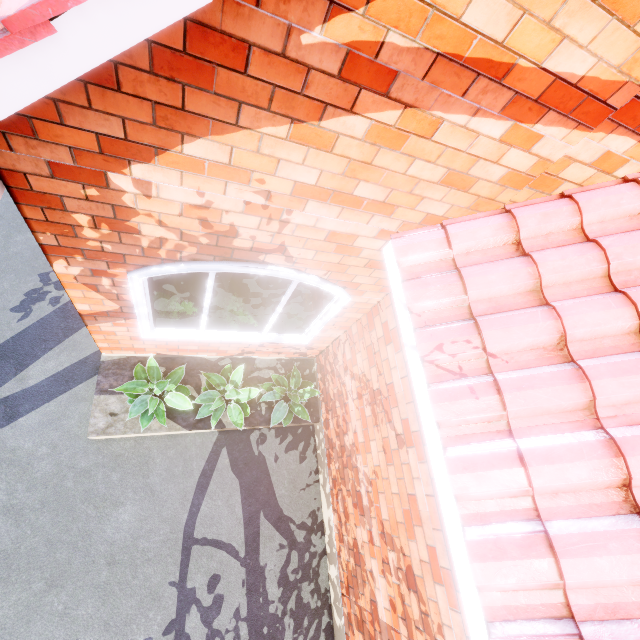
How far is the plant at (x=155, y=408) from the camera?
3.9m

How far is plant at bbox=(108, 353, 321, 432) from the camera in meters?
3.9

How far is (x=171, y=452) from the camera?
4.1 meters
